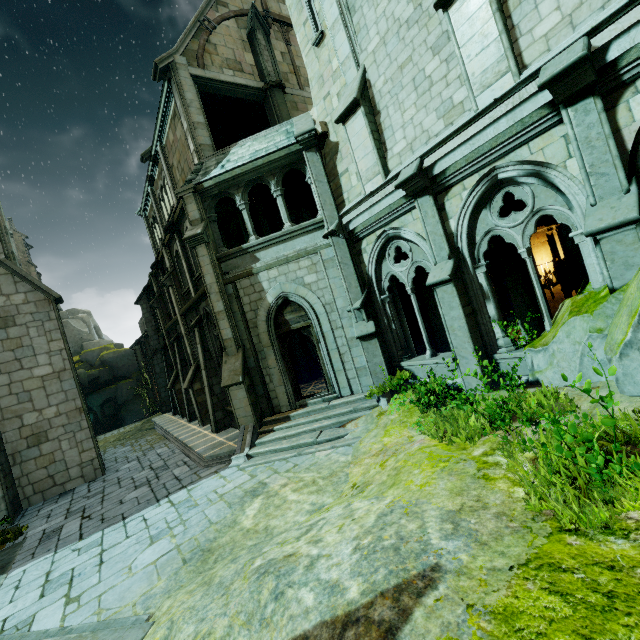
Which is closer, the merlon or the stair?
the stair

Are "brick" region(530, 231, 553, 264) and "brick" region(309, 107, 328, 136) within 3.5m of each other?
no

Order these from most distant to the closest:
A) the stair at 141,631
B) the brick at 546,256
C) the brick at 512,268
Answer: the brick at 546,256 → the brick at 512,268 → the stair at 141,631

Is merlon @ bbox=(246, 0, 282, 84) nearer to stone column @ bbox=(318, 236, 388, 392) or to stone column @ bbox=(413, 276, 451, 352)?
stone column @ bbox=(318, 236, 388, 392)

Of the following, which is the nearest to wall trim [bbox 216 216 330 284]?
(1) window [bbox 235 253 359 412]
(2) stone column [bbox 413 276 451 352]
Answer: (1) window [bbox 235 253 359 412]

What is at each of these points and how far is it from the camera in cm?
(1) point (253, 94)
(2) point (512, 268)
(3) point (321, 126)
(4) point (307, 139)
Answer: (1) stone beam, 1477
(2) brick, 965
(3) brick, 1039
(4) stone column, 1009

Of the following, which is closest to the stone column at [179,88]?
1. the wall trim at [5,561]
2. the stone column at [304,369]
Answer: the stone column at [304,369]

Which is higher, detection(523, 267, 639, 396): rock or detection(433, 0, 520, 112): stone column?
detection(433, 0, 520, 112): stone column
